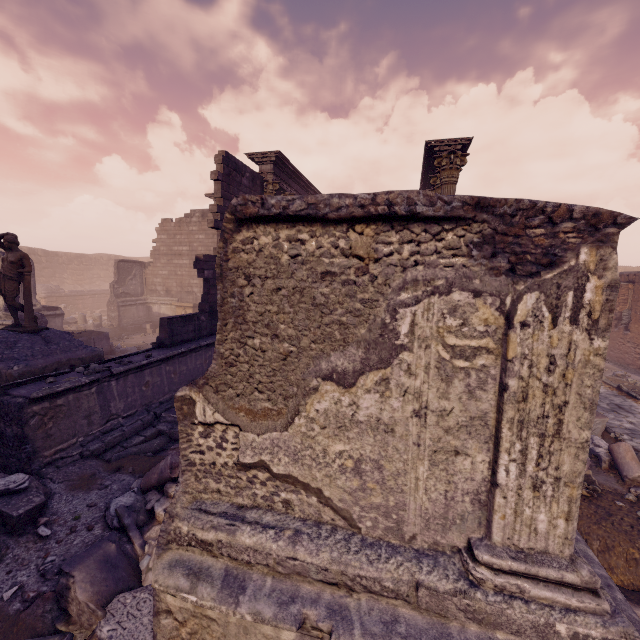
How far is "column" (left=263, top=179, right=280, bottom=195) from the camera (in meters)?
12.40

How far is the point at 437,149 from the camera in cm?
1062

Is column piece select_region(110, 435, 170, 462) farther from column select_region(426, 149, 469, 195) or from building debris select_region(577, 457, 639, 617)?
column select_region(426, 149, 469, 195)

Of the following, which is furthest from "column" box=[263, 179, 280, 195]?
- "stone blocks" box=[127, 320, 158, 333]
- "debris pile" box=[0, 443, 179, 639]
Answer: "stone blocks" box=[127, 320, 158, 333]

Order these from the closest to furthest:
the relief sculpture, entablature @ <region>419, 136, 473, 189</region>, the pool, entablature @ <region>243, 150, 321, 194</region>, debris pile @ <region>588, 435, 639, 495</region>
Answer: debris pile @ <region>588, 435, 639, 495</region>, the pool, entablature @ <region>419, 136, 473, 189</region>, entablature @ <region>243, 150, 321, 194</region>, the relief sculpture

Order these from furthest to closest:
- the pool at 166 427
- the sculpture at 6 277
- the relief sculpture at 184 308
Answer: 1. the relief sculpture at 184 308
2. the sculpture at 6 277
3. the pool at 166 427

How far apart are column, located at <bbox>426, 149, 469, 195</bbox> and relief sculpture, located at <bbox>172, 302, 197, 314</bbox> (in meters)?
14.16

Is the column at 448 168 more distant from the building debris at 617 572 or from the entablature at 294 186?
the entablature at 294 186
